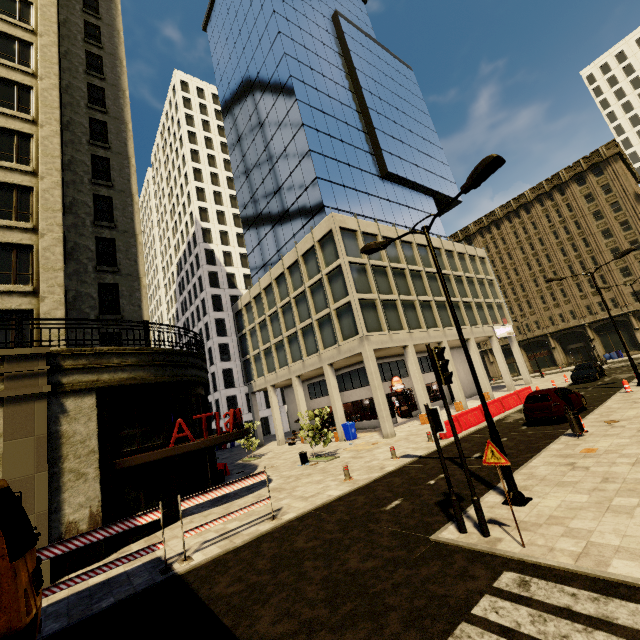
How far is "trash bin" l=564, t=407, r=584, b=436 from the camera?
11.66m

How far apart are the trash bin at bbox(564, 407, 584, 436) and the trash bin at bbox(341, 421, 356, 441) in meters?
14.5 m

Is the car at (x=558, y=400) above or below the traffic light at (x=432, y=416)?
below

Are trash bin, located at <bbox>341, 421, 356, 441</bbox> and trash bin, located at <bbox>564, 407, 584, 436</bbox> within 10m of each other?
no

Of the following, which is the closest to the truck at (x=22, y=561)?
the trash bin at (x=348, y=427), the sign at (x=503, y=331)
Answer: the trash bin at (x=348, y=427)

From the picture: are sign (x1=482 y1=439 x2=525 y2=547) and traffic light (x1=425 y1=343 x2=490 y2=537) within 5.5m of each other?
yes

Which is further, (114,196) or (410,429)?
(410,429)

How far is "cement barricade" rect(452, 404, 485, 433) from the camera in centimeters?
1778cm
